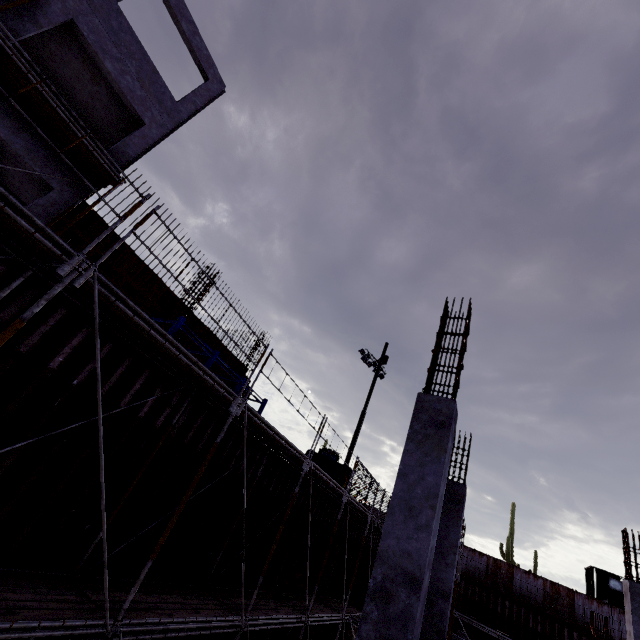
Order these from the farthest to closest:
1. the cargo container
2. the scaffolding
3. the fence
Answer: the cargo container → the fence → the scaffolding

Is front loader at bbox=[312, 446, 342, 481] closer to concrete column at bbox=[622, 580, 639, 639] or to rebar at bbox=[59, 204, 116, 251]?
rebar at bbox=[59, 204, 116, 251]

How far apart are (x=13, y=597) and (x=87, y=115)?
15.23m

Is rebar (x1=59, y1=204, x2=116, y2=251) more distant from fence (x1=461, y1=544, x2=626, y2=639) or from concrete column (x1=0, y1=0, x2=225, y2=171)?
fence (x1=461, y1=544, x2=626, y2=639)

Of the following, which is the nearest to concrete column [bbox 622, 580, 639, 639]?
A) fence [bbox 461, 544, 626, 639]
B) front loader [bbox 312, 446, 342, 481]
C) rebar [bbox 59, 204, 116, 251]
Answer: rebar [bbox 59, 204, 116, 251]

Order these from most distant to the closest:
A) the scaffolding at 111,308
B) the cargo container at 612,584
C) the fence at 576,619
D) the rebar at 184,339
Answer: the cargo container at 612,584 < the fence at 576,619 < the rebar at 184,339 < the scaffolding at 111,308

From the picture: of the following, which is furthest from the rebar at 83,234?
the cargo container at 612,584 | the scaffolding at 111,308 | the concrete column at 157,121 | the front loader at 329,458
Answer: the cargo container at 612,584

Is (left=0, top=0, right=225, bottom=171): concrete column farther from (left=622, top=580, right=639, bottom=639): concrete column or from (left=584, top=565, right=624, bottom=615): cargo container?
(left=584, top=565, right=624, bottom=615): cargo container
